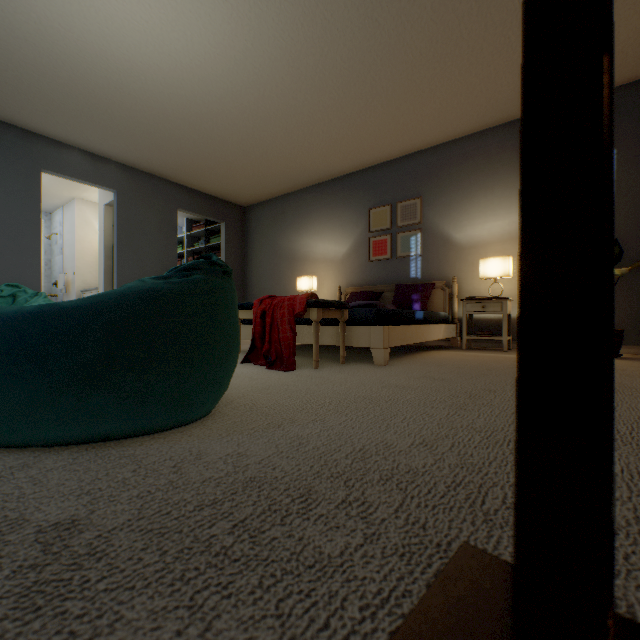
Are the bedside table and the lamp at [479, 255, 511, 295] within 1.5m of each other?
yes

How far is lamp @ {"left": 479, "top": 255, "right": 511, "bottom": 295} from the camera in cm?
325

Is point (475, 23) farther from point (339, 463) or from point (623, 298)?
point (339, 463)

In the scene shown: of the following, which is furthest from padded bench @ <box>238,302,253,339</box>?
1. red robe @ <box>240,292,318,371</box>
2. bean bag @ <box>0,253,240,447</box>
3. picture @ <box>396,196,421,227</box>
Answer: picture @ <box>396,196,421,227</box>

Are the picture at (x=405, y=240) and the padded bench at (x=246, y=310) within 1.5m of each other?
no

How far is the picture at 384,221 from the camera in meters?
4.4 m

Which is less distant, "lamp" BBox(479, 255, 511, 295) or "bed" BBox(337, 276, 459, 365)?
"bed" BBox(337, 276, 459, 365)

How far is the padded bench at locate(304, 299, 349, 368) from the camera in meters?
2.0 m
